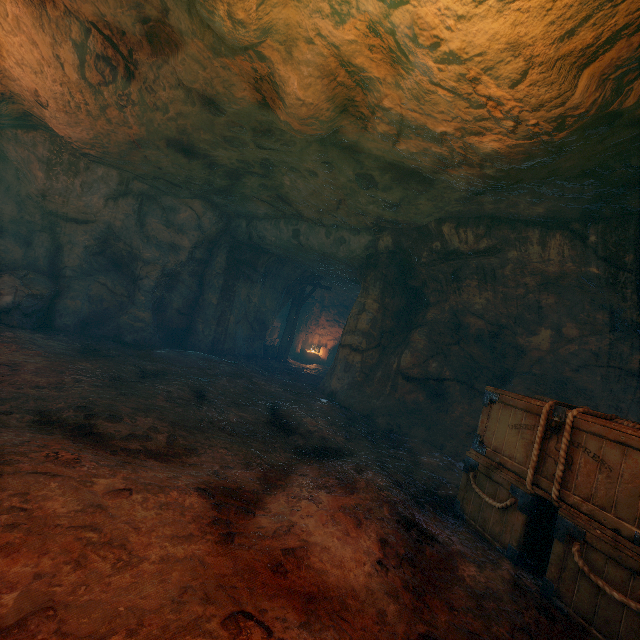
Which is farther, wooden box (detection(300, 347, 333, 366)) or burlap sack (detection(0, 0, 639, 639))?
wooden box (detection(300, 347, 333, 366))

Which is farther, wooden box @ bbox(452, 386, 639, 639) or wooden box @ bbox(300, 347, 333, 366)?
wooden box @ bbox(300, 347, 333, 366)

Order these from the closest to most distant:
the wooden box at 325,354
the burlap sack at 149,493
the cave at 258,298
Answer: the burlap sack at 149,493 < the cave at 258,298 < the wooden box at 325,354

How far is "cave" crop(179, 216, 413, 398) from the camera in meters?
9.3

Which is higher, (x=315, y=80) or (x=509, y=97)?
(x=315, y=80)

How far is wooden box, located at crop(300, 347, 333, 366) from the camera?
19.12m

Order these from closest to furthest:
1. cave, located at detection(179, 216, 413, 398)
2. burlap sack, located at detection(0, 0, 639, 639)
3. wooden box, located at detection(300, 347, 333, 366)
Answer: burlap sack, located at detection(0, 0, 639, 639)
cave, located at detection(179, 216, 413, 398)
wooden box, located at detection(300, 347, 333, 366)

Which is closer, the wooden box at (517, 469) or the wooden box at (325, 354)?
the wooden box at (517, 469)
